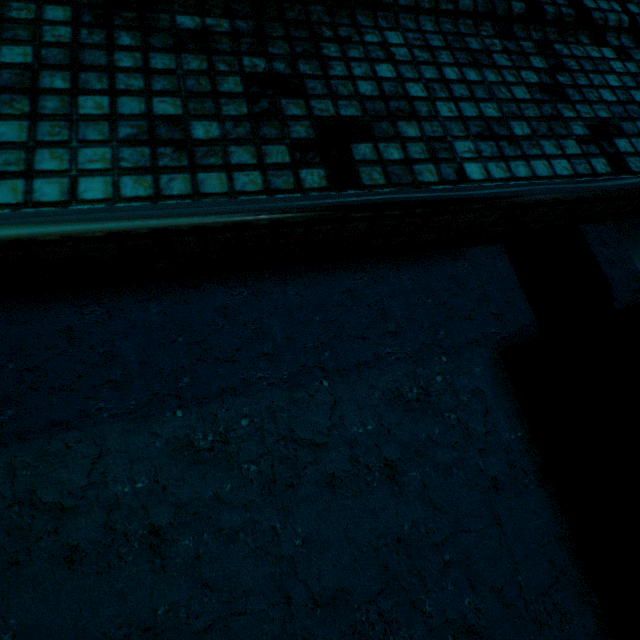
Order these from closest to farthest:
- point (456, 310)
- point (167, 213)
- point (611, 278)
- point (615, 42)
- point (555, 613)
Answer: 1. point (167, 213)
2. point (615, 42)
3. point (555, 613)
4. point (456, 310)
5. point (611, 278)
